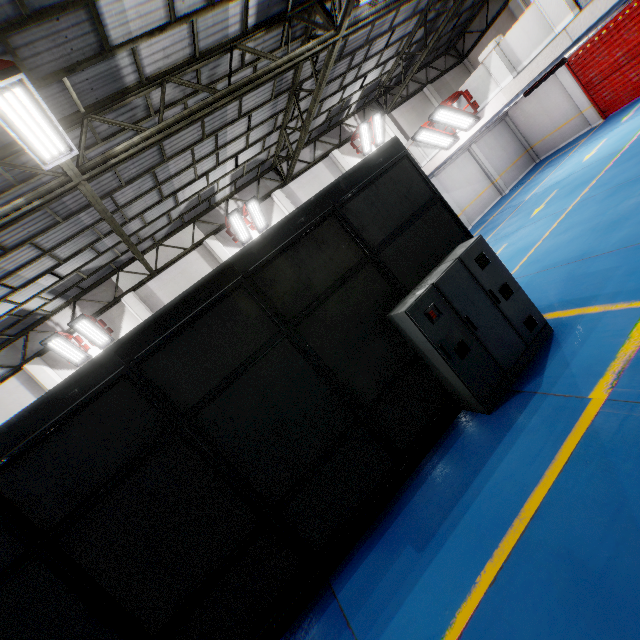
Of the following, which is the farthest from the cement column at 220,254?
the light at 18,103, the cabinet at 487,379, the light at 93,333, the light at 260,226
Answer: the cabinet at 487,379

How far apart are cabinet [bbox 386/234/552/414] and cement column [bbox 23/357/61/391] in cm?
1199

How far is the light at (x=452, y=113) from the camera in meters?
10.4

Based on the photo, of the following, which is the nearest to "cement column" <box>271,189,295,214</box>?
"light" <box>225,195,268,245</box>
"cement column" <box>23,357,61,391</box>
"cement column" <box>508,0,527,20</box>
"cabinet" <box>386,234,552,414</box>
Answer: "light" <box>225,195,268,245</box>

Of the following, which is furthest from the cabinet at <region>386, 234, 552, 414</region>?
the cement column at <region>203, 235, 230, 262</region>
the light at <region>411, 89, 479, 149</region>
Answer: the cement column at <region>203, 235, 230, 262</region>

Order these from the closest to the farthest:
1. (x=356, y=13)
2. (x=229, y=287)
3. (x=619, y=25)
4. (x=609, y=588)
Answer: (x=609, y=588), (x=229, y=287), (x=356, y=13), (x=619, y=25)

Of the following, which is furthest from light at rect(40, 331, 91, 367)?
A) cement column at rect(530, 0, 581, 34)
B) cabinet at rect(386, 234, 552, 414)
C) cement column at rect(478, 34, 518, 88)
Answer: cement column at rect(530, 0, 581, 34)

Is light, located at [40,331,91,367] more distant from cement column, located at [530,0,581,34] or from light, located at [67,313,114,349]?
cement column, located at [530,0,581,34]
